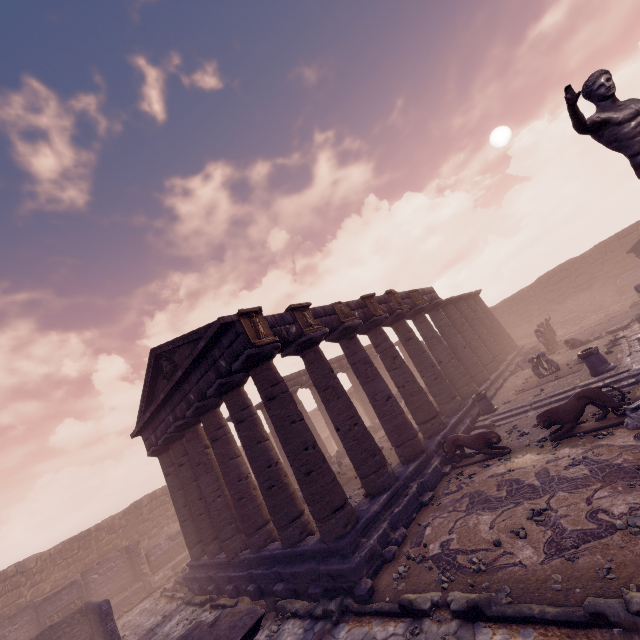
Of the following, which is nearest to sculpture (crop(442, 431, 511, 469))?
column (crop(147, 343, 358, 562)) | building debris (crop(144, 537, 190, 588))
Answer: column (crop(147, 343, 358, 562))

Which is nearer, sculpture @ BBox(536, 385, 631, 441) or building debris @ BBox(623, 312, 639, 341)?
sculpture @ BBox(536, 385, 631, 441)

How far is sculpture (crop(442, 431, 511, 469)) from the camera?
10.2 meters

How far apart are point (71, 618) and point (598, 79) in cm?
2422

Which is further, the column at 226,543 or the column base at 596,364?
the column base at 596,364

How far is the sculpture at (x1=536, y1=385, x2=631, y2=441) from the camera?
8.2m

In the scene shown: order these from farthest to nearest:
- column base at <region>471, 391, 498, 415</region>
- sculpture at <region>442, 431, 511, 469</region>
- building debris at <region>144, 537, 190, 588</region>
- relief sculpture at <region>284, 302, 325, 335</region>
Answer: building debris at <region>144, 537, 190, 588</region> < column base at <region>471, 391, 498, 415</region> < relief sculpture at <region>284, 302, 325, 335</region> < sculpture at <region>442, 431, 511, 469</region>

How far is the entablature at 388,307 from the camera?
15.2 meters
